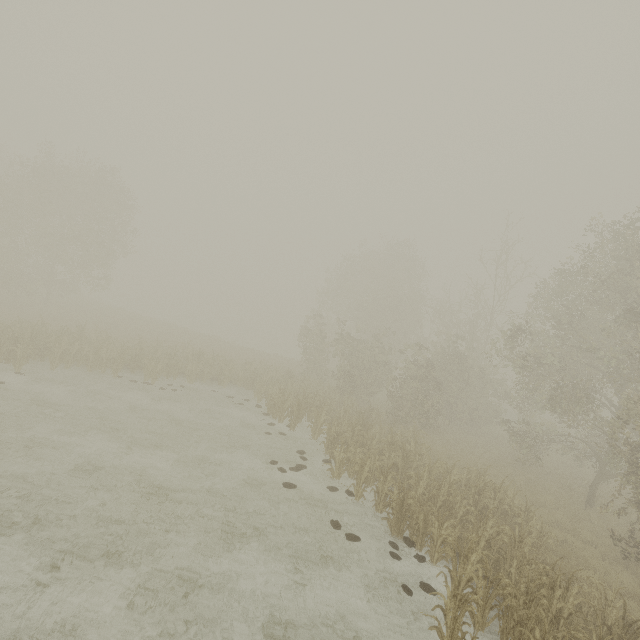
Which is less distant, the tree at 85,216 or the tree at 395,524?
the tree at 395,524

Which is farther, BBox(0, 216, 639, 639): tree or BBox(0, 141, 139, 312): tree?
BBox(0, 141, 139, 312): tree

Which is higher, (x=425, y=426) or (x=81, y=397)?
(x=425, y=426)
